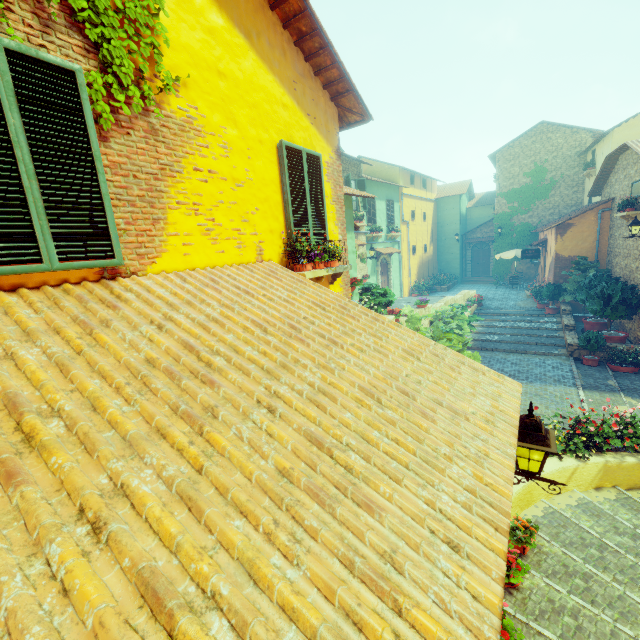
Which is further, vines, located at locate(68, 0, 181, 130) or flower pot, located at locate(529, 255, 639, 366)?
flower pot, located at locate(529, 255, 639, 366)

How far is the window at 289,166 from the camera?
5.0m

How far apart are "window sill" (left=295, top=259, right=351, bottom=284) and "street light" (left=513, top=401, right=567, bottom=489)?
3.0 meters

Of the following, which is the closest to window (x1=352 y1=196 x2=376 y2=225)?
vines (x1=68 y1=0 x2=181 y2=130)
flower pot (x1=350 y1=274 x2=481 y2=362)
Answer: flower pot (x1=350 y1=274 x2=481 y2=362)

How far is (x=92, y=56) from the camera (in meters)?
2.85

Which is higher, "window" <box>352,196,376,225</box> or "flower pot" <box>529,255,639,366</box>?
"window" <box>352,196,376,225</box>

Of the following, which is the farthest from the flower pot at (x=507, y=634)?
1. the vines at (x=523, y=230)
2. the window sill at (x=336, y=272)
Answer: the vines at (x=523, y=230)

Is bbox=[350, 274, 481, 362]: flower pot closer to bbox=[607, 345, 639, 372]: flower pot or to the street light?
the street light
